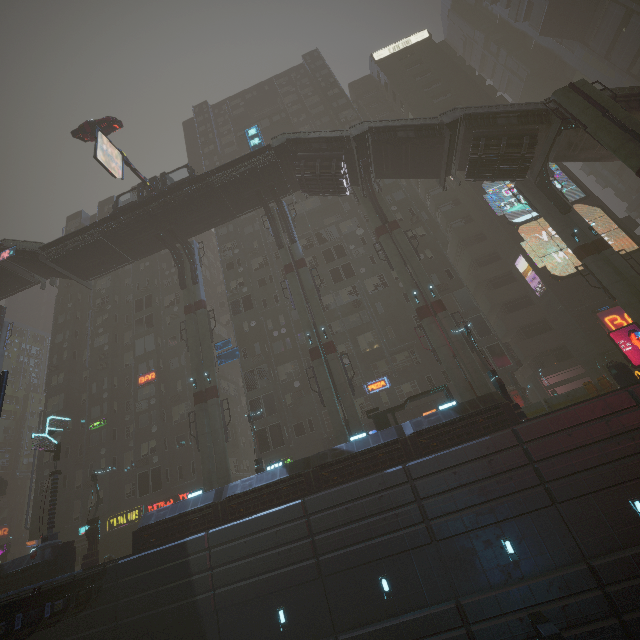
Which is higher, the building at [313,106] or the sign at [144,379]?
the building at [313,106]

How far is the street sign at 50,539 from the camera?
21.9 meters

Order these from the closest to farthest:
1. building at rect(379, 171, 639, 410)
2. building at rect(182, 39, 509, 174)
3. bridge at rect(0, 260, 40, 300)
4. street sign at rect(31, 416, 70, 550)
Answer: street sign at rect(31, 416, 70, 550) < building at rect(379, 171, 639, 410) < bridge at rect(0, 260, 40, 300) < building at rect(182, 39, 509, 174)

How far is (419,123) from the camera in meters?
25.4

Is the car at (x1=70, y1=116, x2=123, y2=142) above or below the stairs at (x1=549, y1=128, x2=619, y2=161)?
above

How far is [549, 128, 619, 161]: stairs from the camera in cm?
2395

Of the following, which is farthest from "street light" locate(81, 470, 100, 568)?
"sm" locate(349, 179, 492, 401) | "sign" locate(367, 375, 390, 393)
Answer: "sm" locate(349, 179, 492, 401)

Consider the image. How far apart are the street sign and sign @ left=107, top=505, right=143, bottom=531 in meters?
9.1 m
